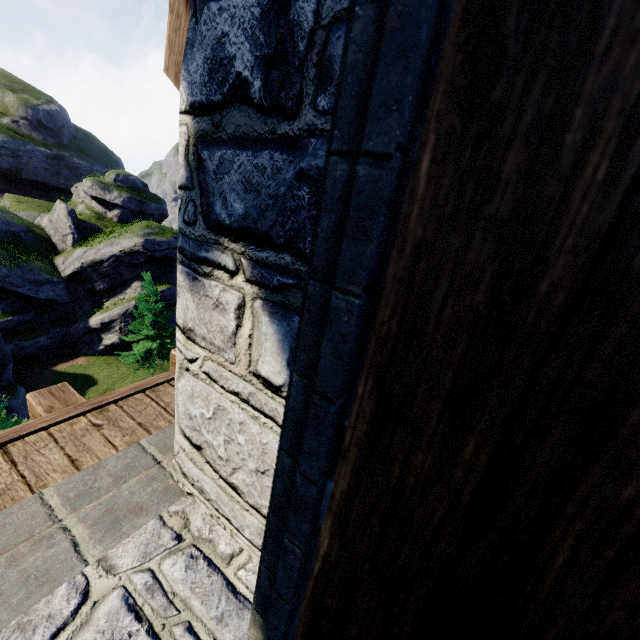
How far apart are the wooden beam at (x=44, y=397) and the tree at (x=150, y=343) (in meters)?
25.56

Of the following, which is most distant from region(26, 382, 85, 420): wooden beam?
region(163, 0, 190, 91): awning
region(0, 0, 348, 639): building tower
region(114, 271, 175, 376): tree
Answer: region(114, 271, 175, 376): tree

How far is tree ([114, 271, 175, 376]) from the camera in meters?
26.2

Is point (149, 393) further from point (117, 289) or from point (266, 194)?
point (117, 289)

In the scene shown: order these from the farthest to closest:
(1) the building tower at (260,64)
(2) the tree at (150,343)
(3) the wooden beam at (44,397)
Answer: (2) the tree at (150,343)
(3) the wooden beam at (44,397)
(1) the building tower at (260,64)

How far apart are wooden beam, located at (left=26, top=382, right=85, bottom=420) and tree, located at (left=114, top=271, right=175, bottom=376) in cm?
2556

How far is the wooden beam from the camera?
2.5m
